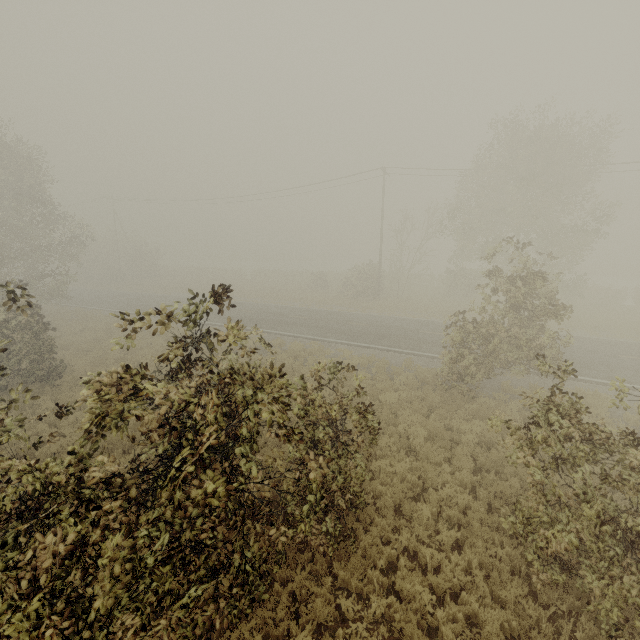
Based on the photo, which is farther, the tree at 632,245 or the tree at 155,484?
the tree at 632,245

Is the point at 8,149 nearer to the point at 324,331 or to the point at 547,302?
the point at 324,331

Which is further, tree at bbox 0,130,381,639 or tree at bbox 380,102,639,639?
tree at bbox 380,102,639,639
